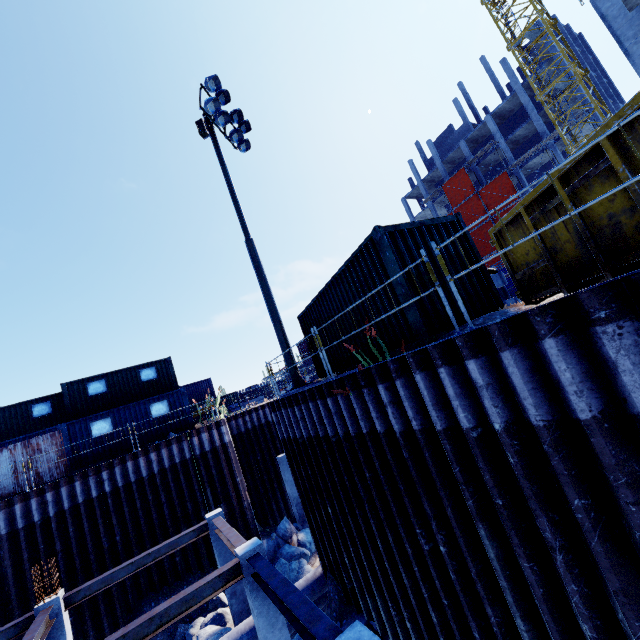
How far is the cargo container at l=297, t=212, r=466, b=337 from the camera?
6.6m

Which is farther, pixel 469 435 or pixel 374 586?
pixel 374 586

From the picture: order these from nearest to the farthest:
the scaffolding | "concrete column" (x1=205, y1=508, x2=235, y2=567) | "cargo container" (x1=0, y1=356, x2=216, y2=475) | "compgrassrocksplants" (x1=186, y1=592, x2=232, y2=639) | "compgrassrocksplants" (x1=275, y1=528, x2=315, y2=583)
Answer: the scaffolding < "compgrassrocksplants" (x1=186, y1=592, x2=232, y2=639) < "concrete column" (x1=205, y1=508, x2=235, y2=567) < "compgrassrocksplants" (x1=275, y1=528, x2=315, y2=583) < "cargo container" (x1=0, y1=356, x2=216, y2=475)

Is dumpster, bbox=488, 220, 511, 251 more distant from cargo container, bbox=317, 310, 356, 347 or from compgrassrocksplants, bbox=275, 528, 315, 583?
compgrassrocksplants, bbox=275, 528, 315, 583

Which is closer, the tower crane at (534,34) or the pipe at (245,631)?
the pipe at (245,631)

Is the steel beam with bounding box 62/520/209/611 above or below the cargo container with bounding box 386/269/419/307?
below

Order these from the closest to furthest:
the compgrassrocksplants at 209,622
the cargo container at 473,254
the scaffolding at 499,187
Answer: the scaffolding at 499,187, the cargo container at 473,254, the compgrassrocksplants at 209,622

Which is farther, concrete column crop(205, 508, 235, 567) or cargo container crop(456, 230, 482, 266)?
concrete column crop(205, 508, 235, 567)
